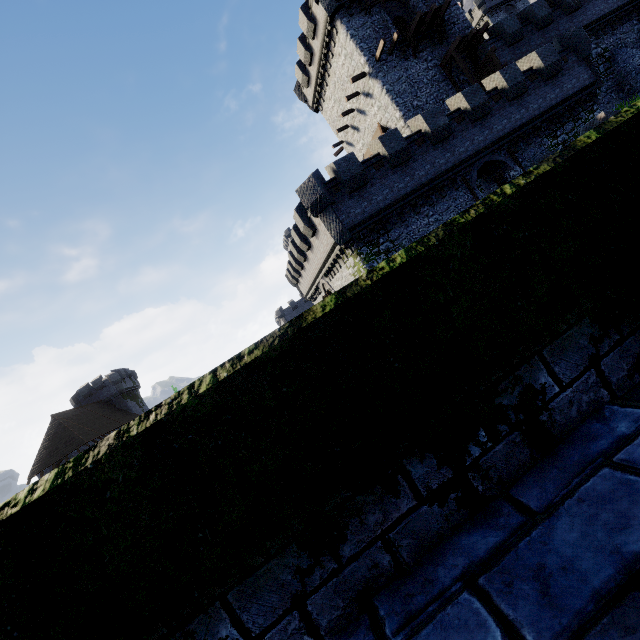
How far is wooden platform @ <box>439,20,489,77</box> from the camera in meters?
23.0

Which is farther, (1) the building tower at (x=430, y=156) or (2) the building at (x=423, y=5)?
(2) the building at (x=423, y=5)

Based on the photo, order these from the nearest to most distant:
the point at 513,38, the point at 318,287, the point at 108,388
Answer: the point at 513,38 < the point at 318,287 < the point at 108,388

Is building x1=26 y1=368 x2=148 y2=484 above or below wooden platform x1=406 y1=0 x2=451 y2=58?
below

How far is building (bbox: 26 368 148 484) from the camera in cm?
3750

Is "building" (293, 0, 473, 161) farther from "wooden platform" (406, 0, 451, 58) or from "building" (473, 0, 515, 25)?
"building" (473, 0, 515, 25)

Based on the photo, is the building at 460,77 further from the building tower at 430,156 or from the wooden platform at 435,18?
the building tower at 430,156

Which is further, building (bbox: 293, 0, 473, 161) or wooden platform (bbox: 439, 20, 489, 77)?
building (bbox: 293, 0, 473, 161)
